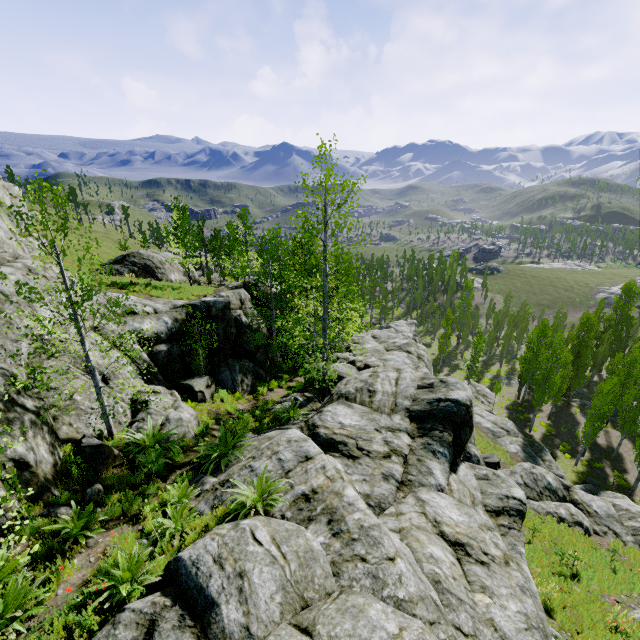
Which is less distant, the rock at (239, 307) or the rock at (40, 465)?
A: the rock at (40, 465)

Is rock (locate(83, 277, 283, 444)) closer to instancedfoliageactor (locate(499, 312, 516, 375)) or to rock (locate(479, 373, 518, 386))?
instancedfoliageactor (locate(499, 312, 516, 375))

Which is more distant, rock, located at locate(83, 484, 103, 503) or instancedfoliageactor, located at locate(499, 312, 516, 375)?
instancedfoliageactor, located at locate(499, 312, 516, 375)

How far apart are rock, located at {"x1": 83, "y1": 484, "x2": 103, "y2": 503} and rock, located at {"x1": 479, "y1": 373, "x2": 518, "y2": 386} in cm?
5267

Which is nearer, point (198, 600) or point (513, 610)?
point (198, 600)

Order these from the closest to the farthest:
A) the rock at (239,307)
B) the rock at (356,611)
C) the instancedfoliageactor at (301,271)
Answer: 1. the rock at (356,611)
2. the rock at (239,307)
3. the instancedfoliageactor at (301,271)

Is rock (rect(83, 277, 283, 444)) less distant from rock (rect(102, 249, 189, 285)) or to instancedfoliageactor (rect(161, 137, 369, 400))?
instancedfoliageactor (rect(161, 137, 369, 400))
